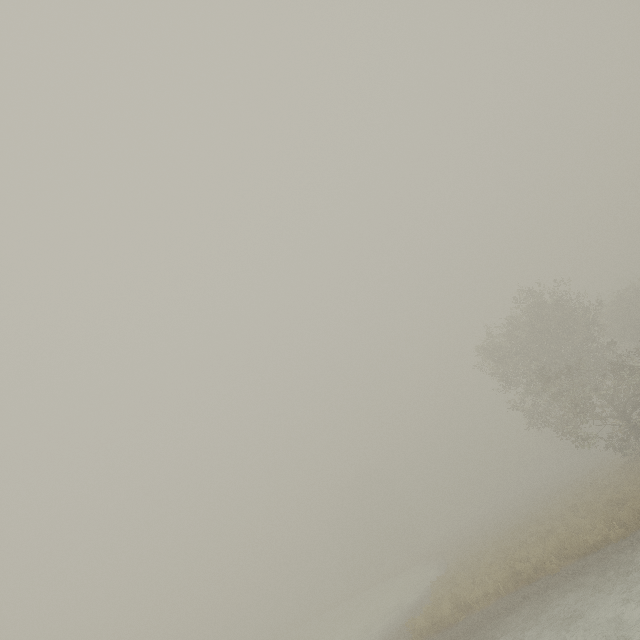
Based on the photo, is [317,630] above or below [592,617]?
below
